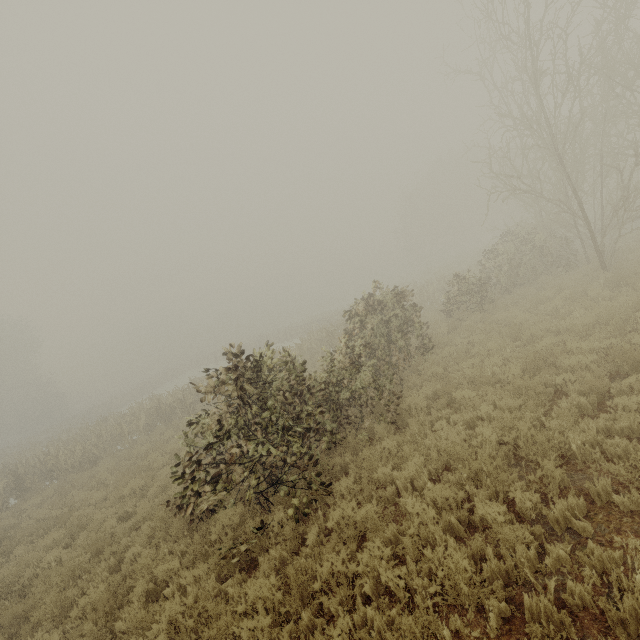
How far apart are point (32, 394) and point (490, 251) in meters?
Answer: 60.5
